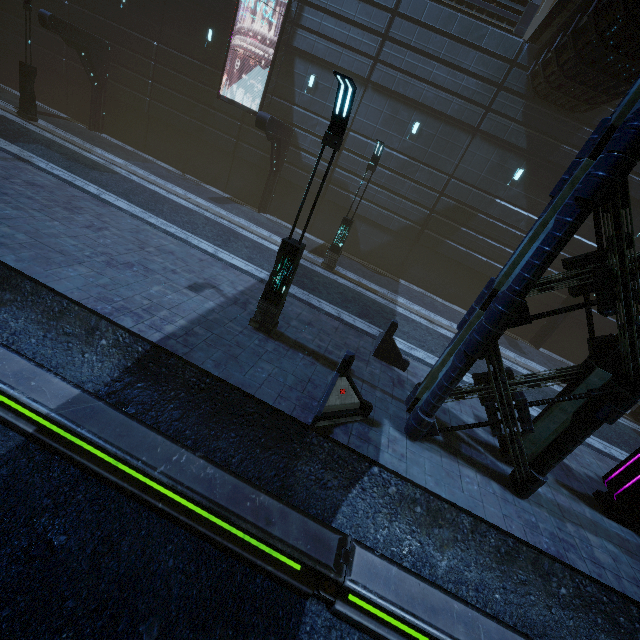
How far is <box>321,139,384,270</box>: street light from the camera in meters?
12.9

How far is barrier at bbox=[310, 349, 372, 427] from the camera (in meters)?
6.41

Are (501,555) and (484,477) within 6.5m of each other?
yes

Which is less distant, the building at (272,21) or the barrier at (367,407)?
the barrier at (367,407)

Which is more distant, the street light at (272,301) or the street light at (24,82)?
the street light at (24,82)

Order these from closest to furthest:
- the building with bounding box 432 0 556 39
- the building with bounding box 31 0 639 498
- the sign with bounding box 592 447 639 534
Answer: the building with bounding box 31 0 639 498
the sign with bounding box 592 447 639 534
the building with bounding box 432 0 556 39

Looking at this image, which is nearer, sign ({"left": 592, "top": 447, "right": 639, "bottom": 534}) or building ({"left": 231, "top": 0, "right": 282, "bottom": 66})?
sign ({"left": 592, "top": 447, "right": 639, "bottom": 534})

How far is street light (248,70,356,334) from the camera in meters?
5.9
